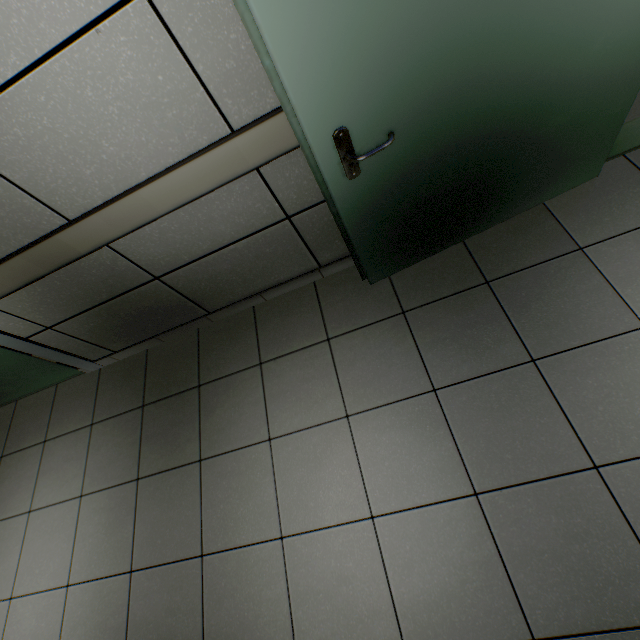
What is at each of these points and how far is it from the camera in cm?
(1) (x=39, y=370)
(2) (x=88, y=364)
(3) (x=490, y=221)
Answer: (1) door, 259
(2) doorway, 264
(3) door, 191

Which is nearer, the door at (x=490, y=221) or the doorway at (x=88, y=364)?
the door at (x=490, y=221)

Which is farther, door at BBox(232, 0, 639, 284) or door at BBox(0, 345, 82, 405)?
door at BBox(0, 345, 82, 405)

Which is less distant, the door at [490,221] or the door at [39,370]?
the door at [490,221]

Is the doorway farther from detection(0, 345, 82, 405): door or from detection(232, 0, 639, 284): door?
detection(232, 0, 639, 284): door

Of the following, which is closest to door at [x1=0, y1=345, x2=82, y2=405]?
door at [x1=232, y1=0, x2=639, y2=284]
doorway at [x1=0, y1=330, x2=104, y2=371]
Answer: doorway at [x1=0, y1=330, x2=104, y2=371]
